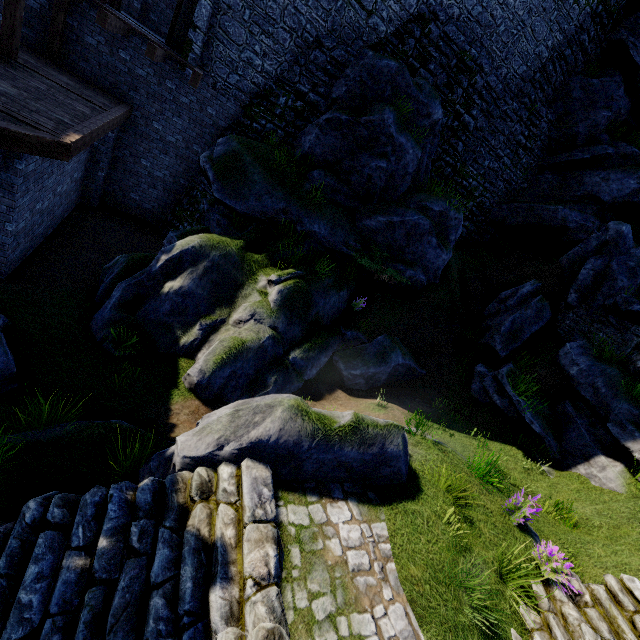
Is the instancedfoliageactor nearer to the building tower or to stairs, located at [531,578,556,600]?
stairs, located at [531,578,556,600]

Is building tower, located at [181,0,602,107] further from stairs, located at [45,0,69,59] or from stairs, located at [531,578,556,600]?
stairs, located at [531,578,556,600]

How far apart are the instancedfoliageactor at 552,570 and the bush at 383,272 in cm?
777

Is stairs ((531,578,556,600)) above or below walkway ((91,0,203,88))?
below

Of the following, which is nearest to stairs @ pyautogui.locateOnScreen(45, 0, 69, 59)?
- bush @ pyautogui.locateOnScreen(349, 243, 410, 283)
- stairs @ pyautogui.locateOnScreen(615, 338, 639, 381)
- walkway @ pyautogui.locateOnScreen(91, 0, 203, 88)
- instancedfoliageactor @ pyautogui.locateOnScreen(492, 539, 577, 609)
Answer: walkway @ pyautogui.locateOnScreen(91, 0, 203, 88)

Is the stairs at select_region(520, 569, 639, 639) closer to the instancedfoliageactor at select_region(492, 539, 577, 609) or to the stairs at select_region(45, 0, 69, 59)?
the instancedfoliageactor at select_region(492, 539, 577, 609)

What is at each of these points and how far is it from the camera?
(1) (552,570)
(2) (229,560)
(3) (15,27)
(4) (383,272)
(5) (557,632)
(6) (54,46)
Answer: (1) instancedfoliageactor, 5.31m
(2) stairs, 3.70m
(3) stairs, 7.73m
(4) bush, 11.26m
(5) stairs, 4.62m
(6) stairs, 10.08m

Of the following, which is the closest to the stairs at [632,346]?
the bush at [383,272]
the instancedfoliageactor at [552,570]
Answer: the instancedfoliageactor at [552,570]
